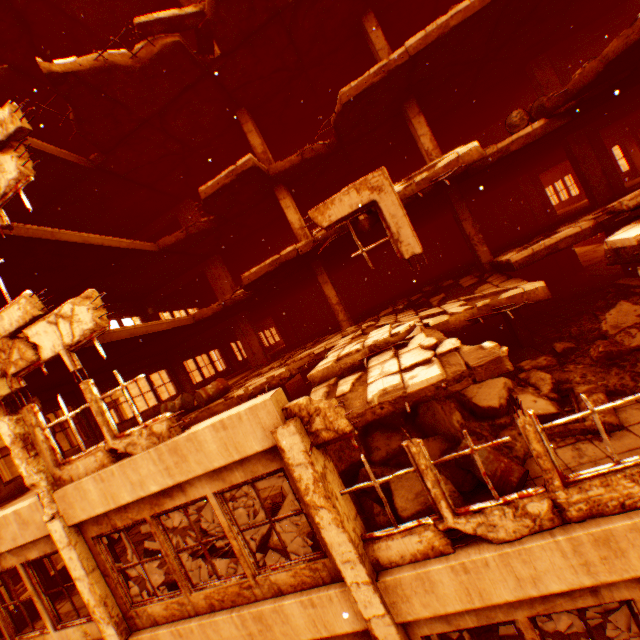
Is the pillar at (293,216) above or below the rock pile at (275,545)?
above

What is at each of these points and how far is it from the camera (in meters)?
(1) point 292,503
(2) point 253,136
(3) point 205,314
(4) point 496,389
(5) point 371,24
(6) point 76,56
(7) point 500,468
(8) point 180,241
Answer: (1) rock pile, 6.99
(2) pillar, 11.44
(3) floor rubble, 11.92
(4) rock pile, 6.71
(5) pillar, 10.12
(6) floor rubble, 10.02
(7) metal barrel, 4.82
(8) floor rubble, 11.99

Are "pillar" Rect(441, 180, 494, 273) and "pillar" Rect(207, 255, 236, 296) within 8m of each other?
no

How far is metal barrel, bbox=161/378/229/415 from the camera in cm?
937

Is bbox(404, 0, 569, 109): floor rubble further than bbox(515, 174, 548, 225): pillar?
No

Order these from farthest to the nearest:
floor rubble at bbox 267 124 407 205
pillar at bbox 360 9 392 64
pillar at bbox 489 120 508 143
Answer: pillar at bbox 489 120 508 143 → floor rubble at bbox 267 124 407 205 → pillar at bbox 360 9 392 64

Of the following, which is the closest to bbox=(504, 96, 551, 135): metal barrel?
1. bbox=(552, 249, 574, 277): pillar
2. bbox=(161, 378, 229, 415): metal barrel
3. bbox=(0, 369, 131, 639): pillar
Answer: bbox=(552, 249, 574, 277): pillar

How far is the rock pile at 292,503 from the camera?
6.86m
